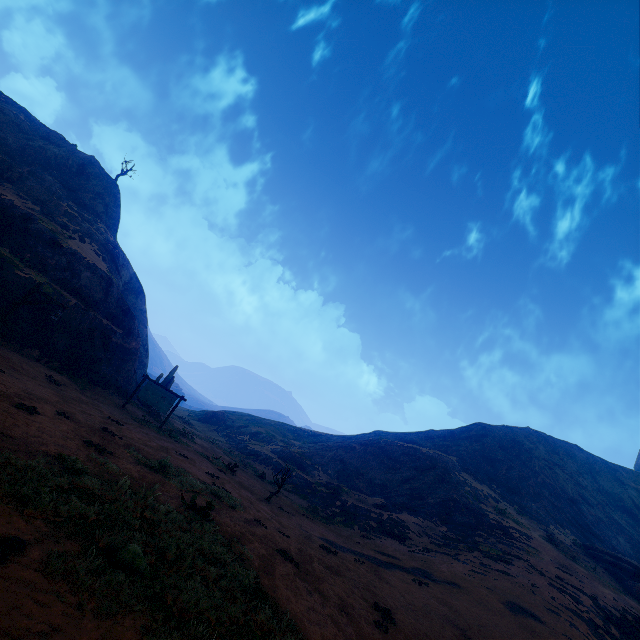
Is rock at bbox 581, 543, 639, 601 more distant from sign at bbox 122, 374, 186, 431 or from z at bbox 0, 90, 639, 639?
sign at bbox 122, 374, 186, 431

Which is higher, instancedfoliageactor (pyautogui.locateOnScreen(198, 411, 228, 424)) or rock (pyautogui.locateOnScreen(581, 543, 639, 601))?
rock (pyautogui.locateOnScreen(581, 543, 639, 601))

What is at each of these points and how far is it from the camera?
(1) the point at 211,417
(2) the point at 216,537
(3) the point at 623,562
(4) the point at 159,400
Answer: (1) instancedfoliageactor, 49.1m
(2) z, 6.9m
(3) rock, 25.7m
(4) sign, 19.0m

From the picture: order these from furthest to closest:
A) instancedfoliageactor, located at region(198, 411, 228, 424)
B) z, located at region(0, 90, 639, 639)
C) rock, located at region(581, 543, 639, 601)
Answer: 1. instancedfoliageactor, located at region(198, 411, 228, 424)
2. rock, located at region(581, 543, 639, 601)
3. z, located at region(0, 90, 639, 639)

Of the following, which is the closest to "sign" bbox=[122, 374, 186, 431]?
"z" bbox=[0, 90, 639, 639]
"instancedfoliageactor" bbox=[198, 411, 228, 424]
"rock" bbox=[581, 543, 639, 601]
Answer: "z" bbox=[0, 90, 639, 639]

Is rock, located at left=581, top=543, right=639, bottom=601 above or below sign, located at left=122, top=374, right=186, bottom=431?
above

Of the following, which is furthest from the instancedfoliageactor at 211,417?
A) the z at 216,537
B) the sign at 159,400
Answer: the sign at 159,400

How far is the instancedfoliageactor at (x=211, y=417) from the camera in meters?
48.2 m
